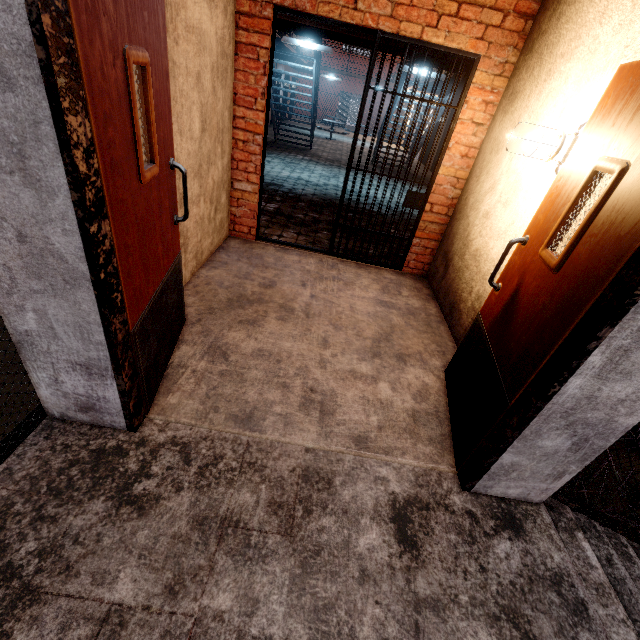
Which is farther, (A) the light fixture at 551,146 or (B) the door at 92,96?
(A) the light fixture at 551,146

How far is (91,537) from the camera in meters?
1.4 m

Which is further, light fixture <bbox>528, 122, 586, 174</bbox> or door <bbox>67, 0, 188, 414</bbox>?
light fixture <bbox>528, 122, 586, 174</bbox>

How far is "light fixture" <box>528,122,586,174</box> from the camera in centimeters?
209cm

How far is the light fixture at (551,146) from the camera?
2.1m

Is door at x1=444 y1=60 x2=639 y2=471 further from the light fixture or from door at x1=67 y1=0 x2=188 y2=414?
door at x1=67 y1=0 x2=188 y2=414

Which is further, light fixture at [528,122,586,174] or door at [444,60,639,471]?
light fixture at [528,122,586,174]
